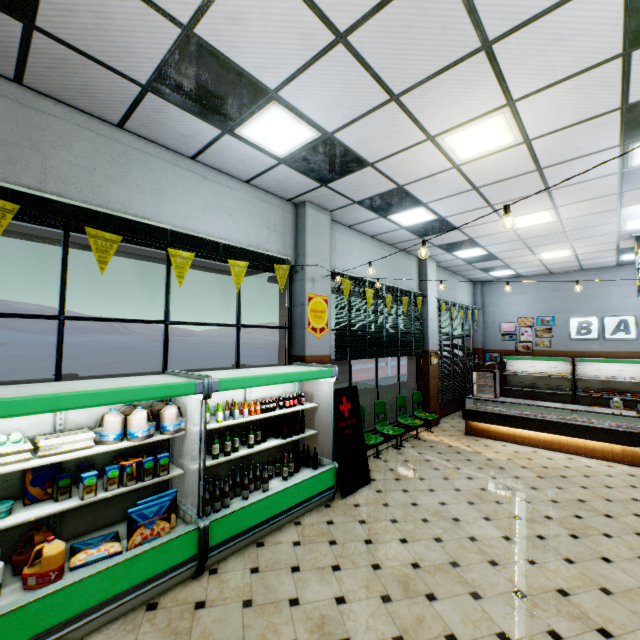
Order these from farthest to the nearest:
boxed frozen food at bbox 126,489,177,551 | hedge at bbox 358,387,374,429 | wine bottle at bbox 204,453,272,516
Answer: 1. hedge at bbox 358,387,374,429
2. wine bottle at bbox 204,453,272,516
3. boxed frozen food at bbox 126,489,177,551

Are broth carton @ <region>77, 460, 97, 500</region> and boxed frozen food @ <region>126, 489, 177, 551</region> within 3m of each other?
yes

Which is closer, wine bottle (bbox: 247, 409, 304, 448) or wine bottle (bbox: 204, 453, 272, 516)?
wine bottle (bbox: 204, 453, 272, 516)

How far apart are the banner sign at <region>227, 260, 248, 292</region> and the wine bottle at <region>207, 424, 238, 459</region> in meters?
1.9 m

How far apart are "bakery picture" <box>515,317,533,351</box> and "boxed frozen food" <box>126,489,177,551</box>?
12.9 meters

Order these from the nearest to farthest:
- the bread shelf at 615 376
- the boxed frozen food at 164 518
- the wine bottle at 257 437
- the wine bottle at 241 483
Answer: the boxed frozen food at 164 518
the wine bottle at 241 483
the wine bottle at 257 437
the bread shelf at 615 376

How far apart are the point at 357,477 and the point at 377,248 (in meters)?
5.19

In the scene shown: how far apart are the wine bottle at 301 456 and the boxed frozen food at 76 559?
2.0m
